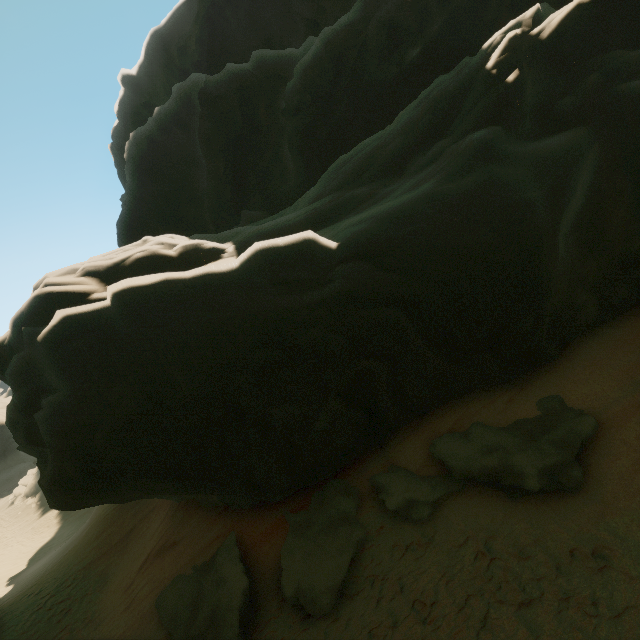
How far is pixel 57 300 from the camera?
9.1 meters

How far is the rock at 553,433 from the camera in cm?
Result: 706

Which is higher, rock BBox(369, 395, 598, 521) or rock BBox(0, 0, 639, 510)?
rock BBox(0, 0, 639, 510)

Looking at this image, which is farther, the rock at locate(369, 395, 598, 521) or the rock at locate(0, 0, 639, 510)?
the rock at locate(0, 0, 639, 510)

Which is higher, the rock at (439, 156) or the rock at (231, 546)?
the rock at (439, 156)

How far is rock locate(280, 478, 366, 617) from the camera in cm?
749
